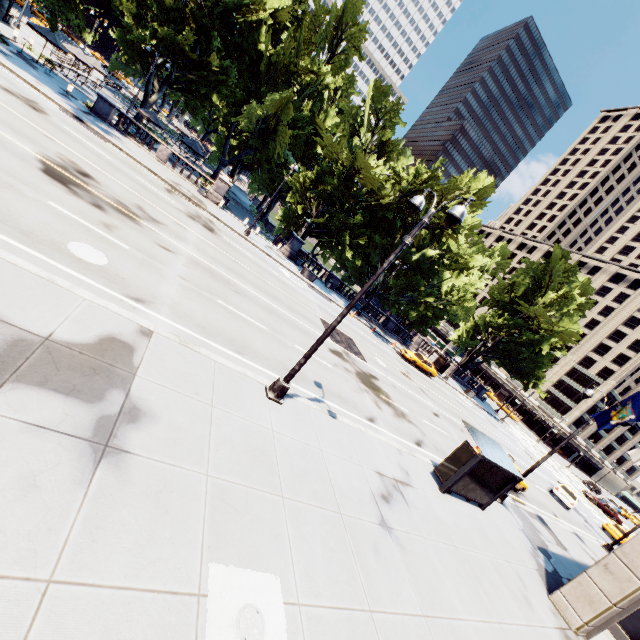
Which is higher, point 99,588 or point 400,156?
point 400,156

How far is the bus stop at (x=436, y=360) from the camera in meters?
40.8 m

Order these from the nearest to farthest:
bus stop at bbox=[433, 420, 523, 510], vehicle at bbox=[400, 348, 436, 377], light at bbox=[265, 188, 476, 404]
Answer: light at bbox=[265, 188, 476, 404] → bus stop at bbox=[433, 420, 523, 510] → vehicle at bbox=[400, 348, 436, 377]

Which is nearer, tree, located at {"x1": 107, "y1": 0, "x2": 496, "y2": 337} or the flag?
the flag

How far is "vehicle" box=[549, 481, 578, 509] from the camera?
27.94m

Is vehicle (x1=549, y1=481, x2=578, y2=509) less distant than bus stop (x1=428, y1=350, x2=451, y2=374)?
Yes

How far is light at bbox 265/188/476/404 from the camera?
7.46m

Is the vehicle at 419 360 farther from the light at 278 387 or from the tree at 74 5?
the light at 278 387
